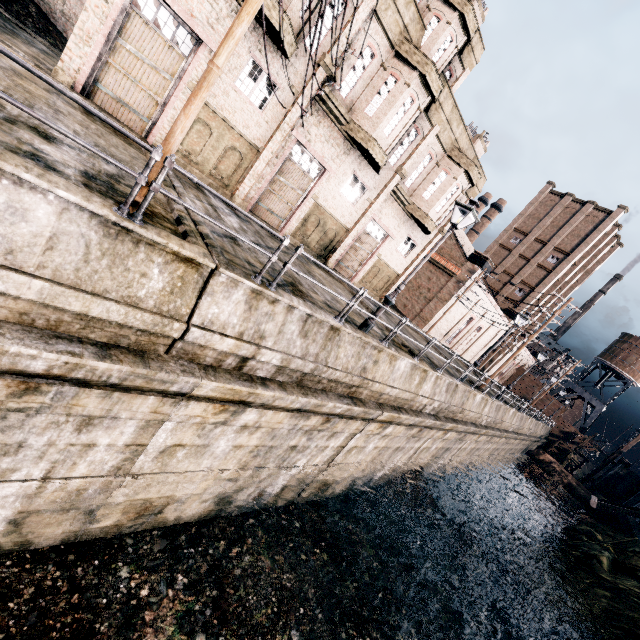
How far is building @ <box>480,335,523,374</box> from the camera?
54.2m

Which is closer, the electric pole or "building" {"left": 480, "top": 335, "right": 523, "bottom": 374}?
the electric pole

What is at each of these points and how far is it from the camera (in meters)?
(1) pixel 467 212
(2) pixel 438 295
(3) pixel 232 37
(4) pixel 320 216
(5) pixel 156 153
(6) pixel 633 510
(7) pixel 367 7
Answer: (1) street light, 11.08
(2) building, 36.44
(3) electric pole, 5.36
(4) building, 19.80
(5) metal railing, 5.01
(6) building, 32.66
(7) building, 13.98

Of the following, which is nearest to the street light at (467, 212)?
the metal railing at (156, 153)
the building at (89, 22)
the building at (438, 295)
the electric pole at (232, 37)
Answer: the metal railing at (156, 153)

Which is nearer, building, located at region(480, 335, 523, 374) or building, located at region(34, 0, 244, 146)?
building, located at region(34, 0, 244, 146)

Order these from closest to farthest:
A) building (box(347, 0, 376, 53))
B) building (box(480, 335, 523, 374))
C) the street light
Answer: the street light → building (box(347, 0, 376, 53)) → building (box(480, 335, 523, 374))

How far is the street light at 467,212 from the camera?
10.66m

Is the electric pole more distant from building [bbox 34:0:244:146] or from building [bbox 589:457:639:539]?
building [bbox 589:457:639:539]
